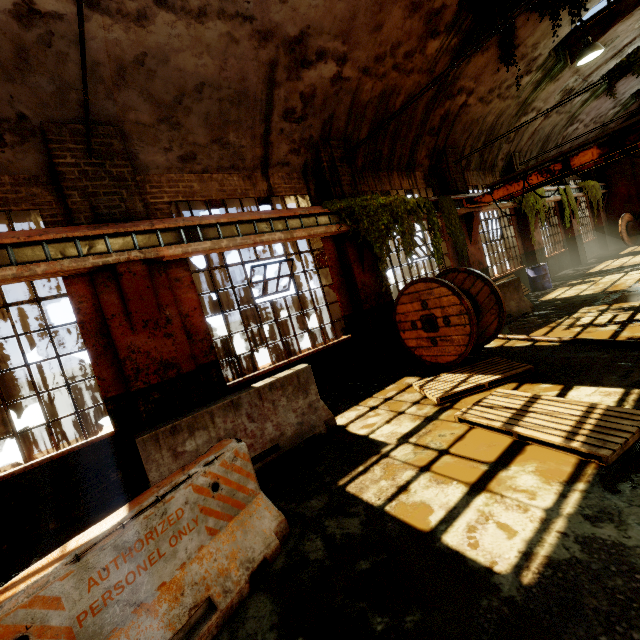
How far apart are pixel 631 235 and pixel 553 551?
23.1m

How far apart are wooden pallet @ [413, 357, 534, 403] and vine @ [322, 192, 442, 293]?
2.42m

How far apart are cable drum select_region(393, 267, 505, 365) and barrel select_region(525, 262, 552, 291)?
6.92m

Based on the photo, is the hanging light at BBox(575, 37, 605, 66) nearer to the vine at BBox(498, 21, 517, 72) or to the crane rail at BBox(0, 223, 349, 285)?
the vine at BBox(498, 21, 517, 72)

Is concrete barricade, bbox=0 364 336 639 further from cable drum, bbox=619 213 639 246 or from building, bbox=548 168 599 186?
cable drum, bbox=619 213 639 246

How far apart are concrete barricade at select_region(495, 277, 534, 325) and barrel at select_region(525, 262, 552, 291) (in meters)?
3.53

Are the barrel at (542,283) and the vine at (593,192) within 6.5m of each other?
no

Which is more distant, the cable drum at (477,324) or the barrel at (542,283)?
the barrel at (542,283)
